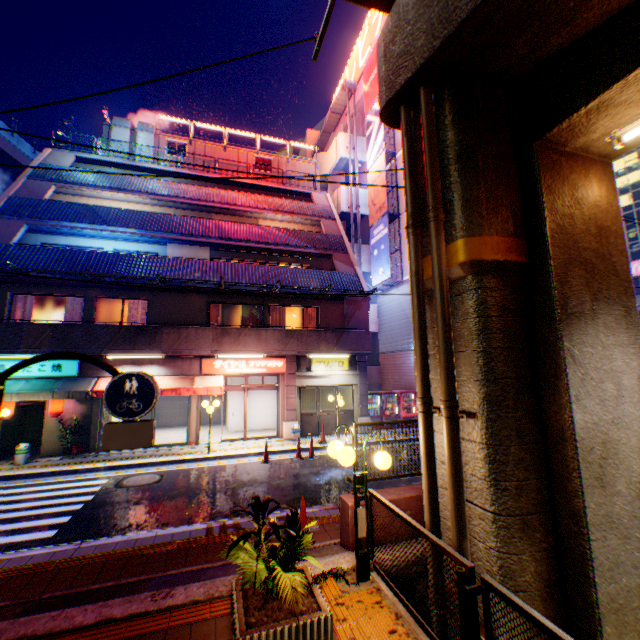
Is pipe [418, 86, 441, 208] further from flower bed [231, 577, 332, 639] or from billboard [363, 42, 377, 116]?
billboard [363, 42, 377, 116]

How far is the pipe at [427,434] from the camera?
4.39m

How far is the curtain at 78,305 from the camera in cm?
1441

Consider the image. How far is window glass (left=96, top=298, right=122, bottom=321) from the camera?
14.9m

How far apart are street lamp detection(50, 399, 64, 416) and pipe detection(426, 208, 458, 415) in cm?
1557

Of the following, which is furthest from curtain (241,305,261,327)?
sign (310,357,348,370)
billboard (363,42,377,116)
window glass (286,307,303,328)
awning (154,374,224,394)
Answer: billboard (363,42,377,116)

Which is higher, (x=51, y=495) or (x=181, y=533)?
(x=181, y=533)

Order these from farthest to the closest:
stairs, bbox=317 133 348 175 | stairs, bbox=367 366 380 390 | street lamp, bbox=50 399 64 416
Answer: stairs, bbox=317 133 348 175
stairs, bbox=367 366 380 390
street lamp, bbox=50 399 64 416
